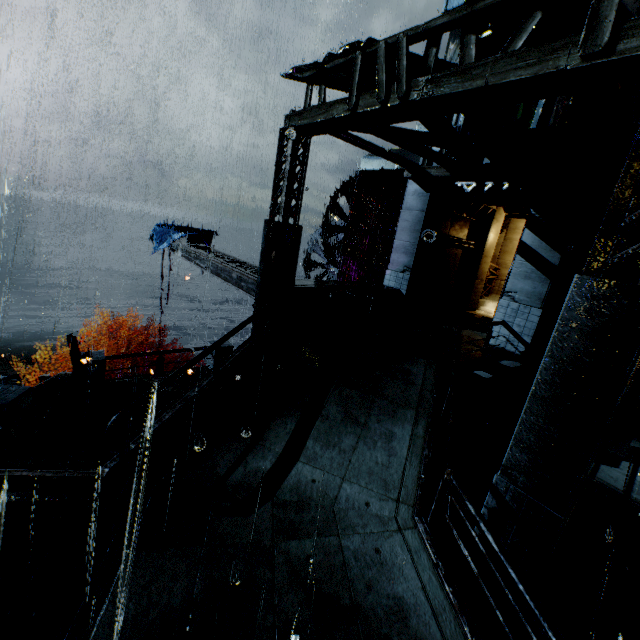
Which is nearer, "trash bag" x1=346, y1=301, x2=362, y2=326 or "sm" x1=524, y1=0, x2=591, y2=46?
"sm" x1=524, y1=0, x2=591, y2=46

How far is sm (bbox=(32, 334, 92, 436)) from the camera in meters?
9.2

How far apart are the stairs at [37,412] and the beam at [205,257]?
6.4 meters

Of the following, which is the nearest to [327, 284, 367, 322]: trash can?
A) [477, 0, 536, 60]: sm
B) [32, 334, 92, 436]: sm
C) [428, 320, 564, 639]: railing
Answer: [428, 320, 564, 639]: railing

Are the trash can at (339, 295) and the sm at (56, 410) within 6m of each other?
no

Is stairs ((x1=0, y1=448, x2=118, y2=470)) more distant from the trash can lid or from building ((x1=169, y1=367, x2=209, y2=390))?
the trash can lid

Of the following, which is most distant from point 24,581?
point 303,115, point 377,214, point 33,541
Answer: point 377,214

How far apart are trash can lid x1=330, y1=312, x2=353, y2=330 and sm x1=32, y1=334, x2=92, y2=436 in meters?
8.3
